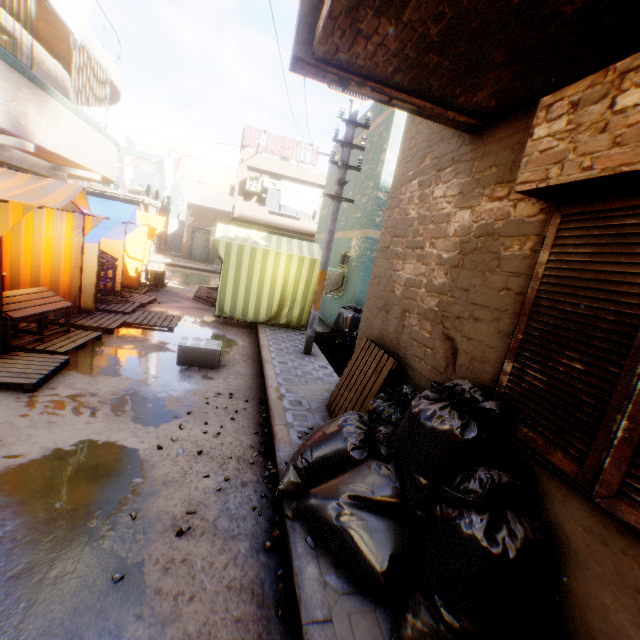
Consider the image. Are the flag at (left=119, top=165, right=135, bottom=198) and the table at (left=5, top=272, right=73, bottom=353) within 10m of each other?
no

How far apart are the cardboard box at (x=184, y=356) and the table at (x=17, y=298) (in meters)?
1.94

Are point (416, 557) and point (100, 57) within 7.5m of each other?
no

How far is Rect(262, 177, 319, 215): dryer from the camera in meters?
18.8 m

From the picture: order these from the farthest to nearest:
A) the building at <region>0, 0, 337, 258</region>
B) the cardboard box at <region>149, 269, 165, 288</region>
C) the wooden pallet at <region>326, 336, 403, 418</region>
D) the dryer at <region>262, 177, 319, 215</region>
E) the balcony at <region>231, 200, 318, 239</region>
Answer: the dryer at <region>262, 177, 319, 215</region> → the balcony at <region>231, 200, 318, 239</region> → the cardboard box at <region>149, 269, 165, 288</region> → the building at <region>0, 0, 337, 258</region> → the wooden pallet at <region>326, 336, 403, 418</region>

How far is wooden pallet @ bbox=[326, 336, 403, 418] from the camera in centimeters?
381cm

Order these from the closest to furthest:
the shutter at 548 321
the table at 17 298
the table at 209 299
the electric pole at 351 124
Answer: the shutter at 548 321 → the table at 17 298 → the electric pole at 351 124 → the table at 209 299

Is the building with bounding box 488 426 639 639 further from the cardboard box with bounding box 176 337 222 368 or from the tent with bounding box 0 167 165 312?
the cardboard box with bounding box 176 337 222 368
